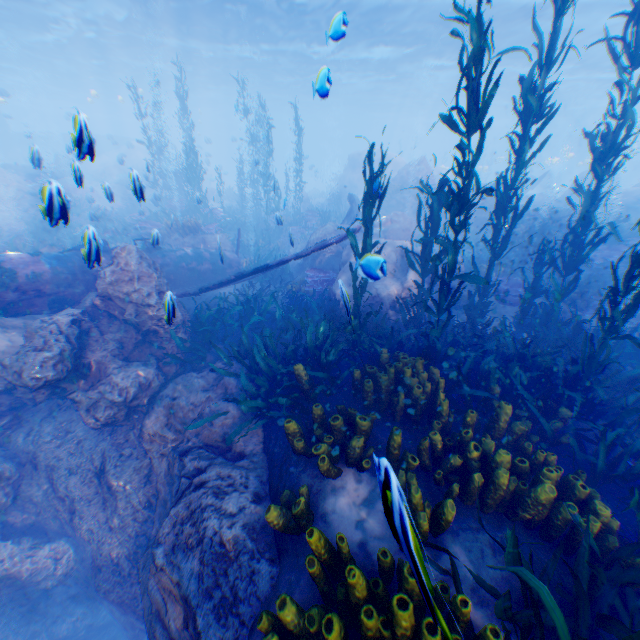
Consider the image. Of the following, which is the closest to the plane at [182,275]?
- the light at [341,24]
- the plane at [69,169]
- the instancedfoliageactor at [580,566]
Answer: the instancedfoliageactor at [580,566]

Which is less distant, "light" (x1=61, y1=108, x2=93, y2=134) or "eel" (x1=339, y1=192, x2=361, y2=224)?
"light" (x1=61, y1=108, x2=93, y2=134)

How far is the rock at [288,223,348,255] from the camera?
11.9m

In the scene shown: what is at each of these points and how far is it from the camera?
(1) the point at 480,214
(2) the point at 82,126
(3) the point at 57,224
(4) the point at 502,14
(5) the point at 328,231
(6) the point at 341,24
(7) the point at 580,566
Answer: (1) rock, 16.6 meters
(2) light, 3.0 meters
(3) instancedfoliageactor, 3.5 meters
(4) light, 19.6 meters
(5) rock, 12.0 meters
(6) light, 4.0 meters
(7) instancedfoliageactor, 2.7 meters

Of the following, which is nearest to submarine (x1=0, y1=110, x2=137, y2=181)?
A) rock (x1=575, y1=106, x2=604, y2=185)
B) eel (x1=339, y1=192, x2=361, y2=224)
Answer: rock (x1=575, y1=106, x2=604, y2=185)

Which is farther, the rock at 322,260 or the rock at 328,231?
the rock at 328,231

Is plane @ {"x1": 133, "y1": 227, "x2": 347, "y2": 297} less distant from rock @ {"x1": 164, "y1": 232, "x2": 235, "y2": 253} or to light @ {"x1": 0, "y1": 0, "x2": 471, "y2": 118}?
rock @ {"x1": 164, "y1": 232, "x2": 235, "y2": 253}

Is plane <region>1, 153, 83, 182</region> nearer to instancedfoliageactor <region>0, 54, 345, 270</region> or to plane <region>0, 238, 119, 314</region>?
instancedfoliageactor <region>0, 54, 345, 270</region>
